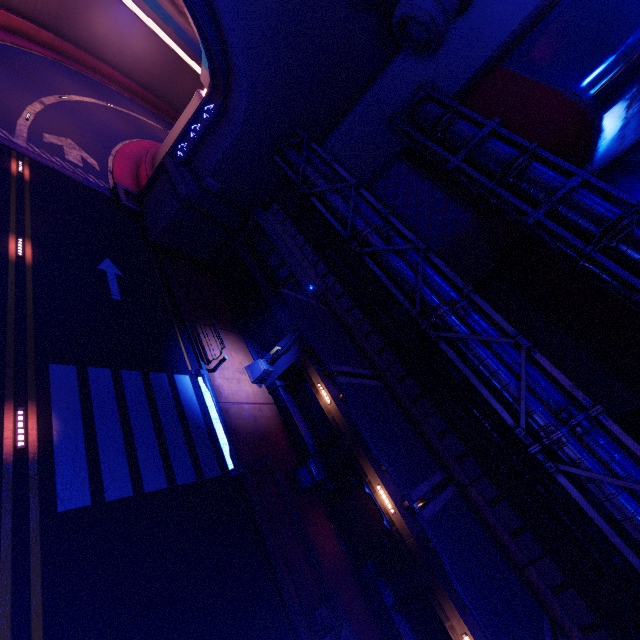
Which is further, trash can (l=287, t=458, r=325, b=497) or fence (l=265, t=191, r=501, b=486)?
trash can (l=287, t=458, r=325, b=497)

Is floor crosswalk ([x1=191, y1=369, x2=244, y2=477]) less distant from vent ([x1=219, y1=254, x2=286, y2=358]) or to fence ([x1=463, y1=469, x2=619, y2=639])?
vent ([x1=219, y1=254, x2=286, y2=358])

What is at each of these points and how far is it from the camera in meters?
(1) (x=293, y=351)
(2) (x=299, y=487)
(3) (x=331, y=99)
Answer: (1) column, 16.8 m
(2) trash can, 13.7 m
(3) wall arch, 18.6 m

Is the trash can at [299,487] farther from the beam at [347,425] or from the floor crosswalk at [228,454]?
the floor crosswalk at [228,454]

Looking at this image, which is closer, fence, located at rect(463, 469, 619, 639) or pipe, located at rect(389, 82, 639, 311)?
fence, located at rect(463, 469, 619, 639)

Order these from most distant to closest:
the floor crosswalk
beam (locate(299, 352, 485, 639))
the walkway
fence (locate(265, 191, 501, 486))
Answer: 1. the walkway
2. the floor crosswalk
3. fence (locate(265, 191, 501, 486))
4. beam (locate(299, 352, 485, 639))

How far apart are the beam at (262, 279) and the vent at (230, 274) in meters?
0.4

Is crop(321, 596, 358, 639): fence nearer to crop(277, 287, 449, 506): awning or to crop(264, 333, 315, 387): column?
crop(277, 287, 449, 506): awning
